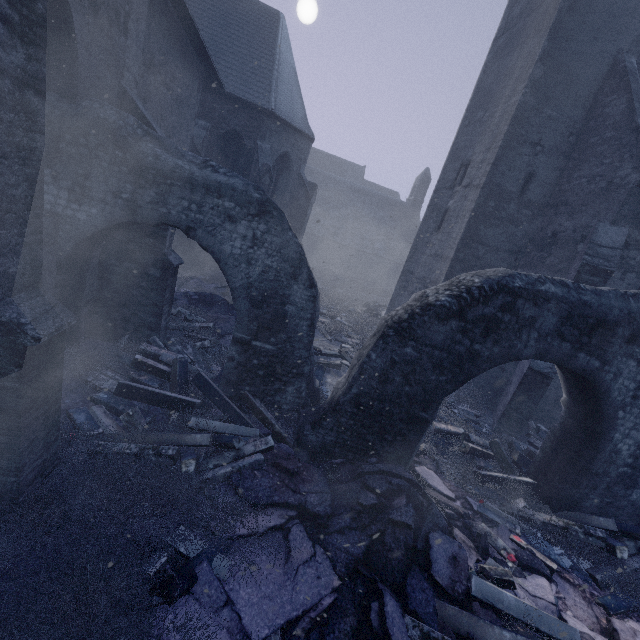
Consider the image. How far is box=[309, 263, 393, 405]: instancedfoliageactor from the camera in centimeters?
926cm

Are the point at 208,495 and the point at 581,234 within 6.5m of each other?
no

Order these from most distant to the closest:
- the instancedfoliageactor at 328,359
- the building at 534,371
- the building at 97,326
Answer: the instancedfoliageactor at 328,359 < the building at 534,371 < the building at 97,326

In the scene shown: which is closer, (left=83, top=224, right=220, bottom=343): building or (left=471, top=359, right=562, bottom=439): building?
(left=83, top=224, right=220, bottom=343): building

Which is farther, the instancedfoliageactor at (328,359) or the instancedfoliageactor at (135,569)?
the instancedfoliageactor at (328,359)

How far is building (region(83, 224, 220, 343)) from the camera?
6.44m

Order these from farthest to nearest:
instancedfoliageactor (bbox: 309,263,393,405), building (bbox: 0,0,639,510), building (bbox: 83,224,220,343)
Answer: instancedfoliageactor (bbox: 309,263,393,405) → building (bbox: 83,224,220,343) → building (bbox: 0,0,639,510)
